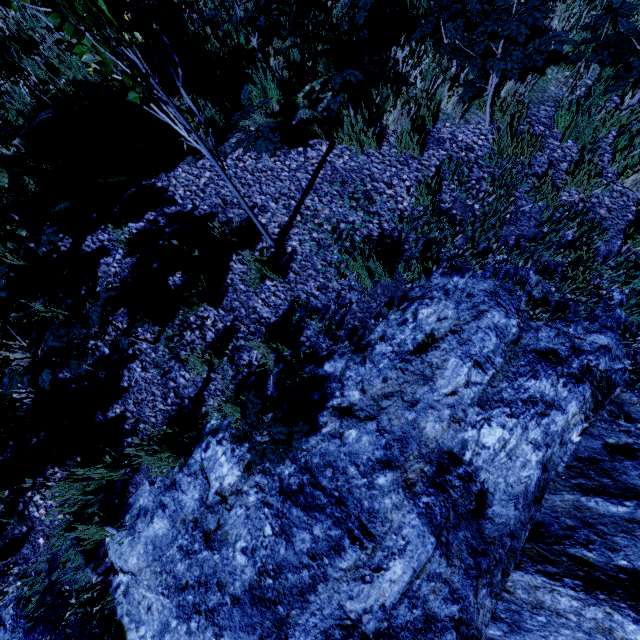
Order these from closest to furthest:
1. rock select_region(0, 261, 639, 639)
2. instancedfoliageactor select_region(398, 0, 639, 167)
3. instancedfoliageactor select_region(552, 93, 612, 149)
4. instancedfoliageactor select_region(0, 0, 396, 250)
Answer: instancedfoliageactor select_region(0, 0, 396, 250) → rock select_region(0, 261, 639, 639) → instancedfoliageactor select_region(398, 0, 639, 167) → instancedfoliageactor select_region(552, 93, 612, 149)

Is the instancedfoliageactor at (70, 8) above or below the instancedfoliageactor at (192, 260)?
above

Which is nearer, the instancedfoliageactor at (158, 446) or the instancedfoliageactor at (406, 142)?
the instancedfoliageactor at (158, 446)

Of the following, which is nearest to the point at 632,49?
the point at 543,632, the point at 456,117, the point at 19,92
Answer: the point at 456,117

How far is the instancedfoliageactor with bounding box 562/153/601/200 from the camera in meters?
3.2 m

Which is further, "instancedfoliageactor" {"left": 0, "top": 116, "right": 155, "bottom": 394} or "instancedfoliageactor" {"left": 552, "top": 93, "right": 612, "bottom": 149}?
"instancedfoliageactor" {"left": 552, "top": 93, "right": 612, "bottom": 149}
